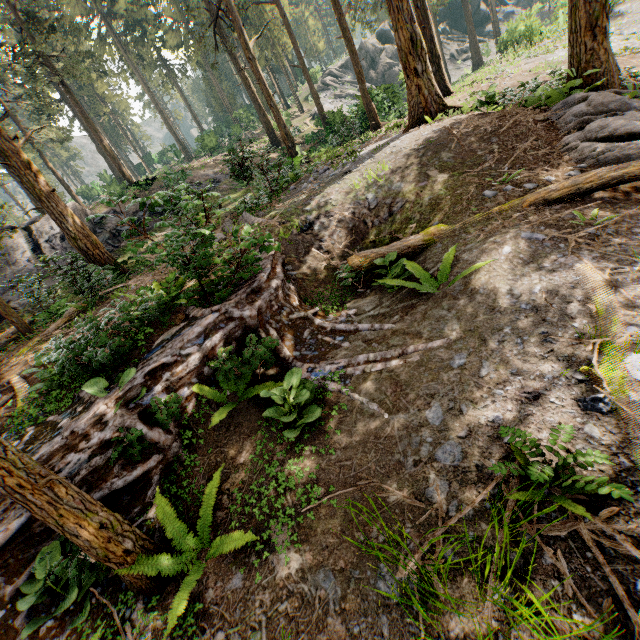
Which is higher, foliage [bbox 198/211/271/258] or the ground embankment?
foliage [bbox 198/211/271/258]

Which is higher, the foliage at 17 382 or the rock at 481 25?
the rock at 481 25

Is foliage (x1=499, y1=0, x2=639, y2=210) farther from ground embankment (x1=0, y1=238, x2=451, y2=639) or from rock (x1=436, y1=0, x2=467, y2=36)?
rock (x1=436, y1=0, x2=467, y2=36)

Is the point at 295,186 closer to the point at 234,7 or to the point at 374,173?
the point at 374,173

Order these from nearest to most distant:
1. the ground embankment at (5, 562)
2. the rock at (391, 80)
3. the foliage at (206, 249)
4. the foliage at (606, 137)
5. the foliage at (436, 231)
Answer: the ground embankment at (5, 562)
the foliage at (206, 249)
the foliage at (606, 137)
the foliage at (436, 231)
the rock at (391, 80)

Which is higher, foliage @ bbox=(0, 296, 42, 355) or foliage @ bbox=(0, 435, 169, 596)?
foliage @ bbox=(0, 296, 42, 355)

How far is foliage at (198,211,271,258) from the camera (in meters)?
5.43

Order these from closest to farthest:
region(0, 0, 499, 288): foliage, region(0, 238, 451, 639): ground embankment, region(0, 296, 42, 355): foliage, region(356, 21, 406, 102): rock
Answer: region(0, 238, 451, 639): ground embankment < region(0, 296, 42, 355): foliage < region(0, 0, 499, 288): foliage < region(356, 21, 406, 102): rock
